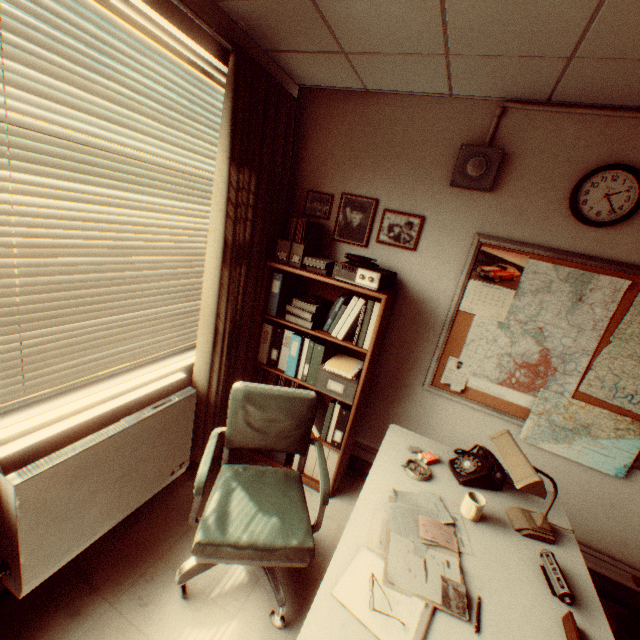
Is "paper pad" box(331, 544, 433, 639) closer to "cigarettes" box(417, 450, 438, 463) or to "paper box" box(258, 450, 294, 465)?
"cigarettes" box(417, 450, 438, 463)

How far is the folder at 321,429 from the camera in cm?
287

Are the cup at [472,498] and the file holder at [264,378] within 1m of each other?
no

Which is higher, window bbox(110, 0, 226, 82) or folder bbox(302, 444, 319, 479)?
window bbox(110, 0, 226, 82)

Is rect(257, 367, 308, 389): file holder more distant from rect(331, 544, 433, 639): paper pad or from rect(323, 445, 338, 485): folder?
rect(331, 544, 433, 639): paper pad

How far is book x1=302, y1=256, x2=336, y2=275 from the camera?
2.72m

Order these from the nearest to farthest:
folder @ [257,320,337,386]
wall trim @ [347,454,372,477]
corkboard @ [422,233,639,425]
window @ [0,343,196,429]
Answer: window @ [0,343,196,429], corkboard @ [422,233,639,425], folder @ [257,320,337,386], wall trim @ [347,454,372,477]

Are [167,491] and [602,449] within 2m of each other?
no
